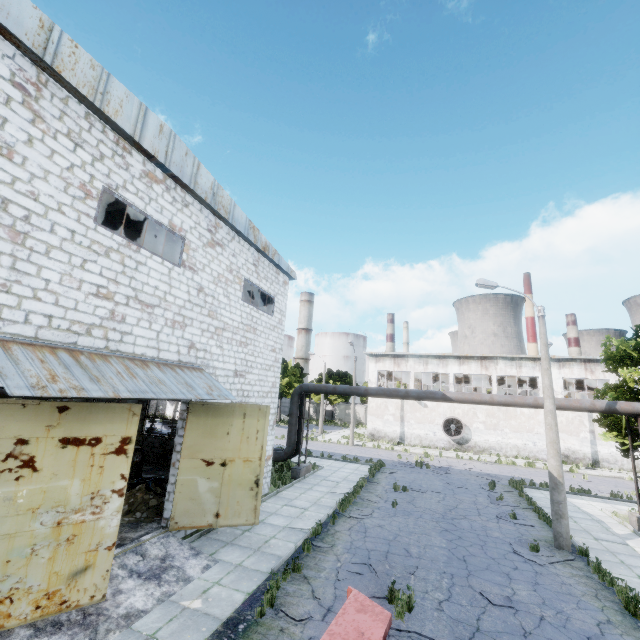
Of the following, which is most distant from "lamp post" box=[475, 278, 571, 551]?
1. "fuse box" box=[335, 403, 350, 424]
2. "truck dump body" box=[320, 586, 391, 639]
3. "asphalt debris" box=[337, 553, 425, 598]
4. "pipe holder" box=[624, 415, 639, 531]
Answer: "fuse box" box=[335, 403, 350, 424]

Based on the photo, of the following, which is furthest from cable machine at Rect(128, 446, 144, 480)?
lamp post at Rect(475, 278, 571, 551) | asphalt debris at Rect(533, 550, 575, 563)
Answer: lamp post at Rect(475, 278, 571, 551)

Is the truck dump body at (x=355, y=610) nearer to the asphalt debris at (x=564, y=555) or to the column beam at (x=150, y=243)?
the asphalt debris at (x=564, y=555)

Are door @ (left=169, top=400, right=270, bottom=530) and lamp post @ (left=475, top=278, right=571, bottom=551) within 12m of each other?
yes

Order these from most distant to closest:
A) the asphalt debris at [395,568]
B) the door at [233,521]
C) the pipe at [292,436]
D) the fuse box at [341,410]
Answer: the fuse box at [341,410] < the pipe at [292,436] < the door at [233,521] < the asphalt debris at [395,568]

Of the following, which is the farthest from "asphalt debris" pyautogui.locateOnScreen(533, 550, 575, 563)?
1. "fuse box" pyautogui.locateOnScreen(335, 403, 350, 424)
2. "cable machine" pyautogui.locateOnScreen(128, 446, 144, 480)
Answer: "fuse box" pyautogui.locateOnScreen(335, 403, 350, 424)

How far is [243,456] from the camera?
10.8m

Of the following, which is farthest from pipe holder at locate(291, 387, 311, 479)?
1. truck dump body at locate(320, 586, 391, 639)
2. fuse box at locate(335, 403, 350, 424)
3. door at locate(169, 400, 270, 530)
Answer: fuse box at locate(335, 403, 350, 424)
